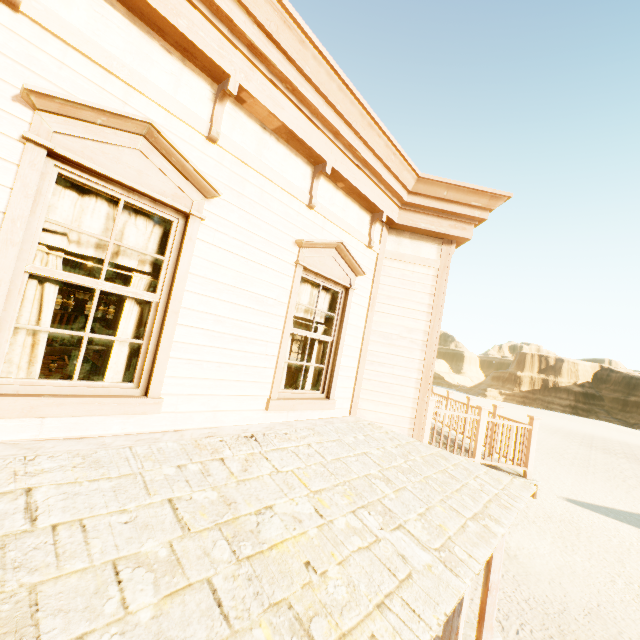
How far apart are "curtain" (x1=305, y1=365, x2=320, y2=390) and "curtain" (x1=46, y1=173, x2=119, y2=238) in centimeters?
150cm

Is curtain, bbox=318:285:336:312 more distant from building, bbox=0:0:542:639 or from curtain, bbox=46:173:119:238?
curtain, bbox=46:173:119:238

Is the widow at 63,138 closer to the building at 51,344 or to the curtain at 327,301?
the building at 51,344

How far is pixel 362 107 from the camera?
3.84m

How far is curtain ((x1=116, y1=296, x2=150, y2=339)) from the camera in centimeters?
280cm

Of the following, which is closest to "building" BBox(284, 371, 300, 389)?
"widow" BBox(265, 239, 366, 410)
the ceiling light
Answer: "widow" BBox(265, 239, 366, 410)

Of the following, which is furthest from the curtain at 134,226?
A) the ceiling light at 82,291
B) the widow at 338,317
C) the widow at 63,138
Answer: the ceiling light at 82,291

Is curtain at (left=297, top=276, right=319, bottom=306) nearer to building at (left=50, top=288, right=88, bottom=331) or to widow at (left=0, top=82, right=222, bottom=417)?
building at (left=50, top=288, right=88, bottom=331)
